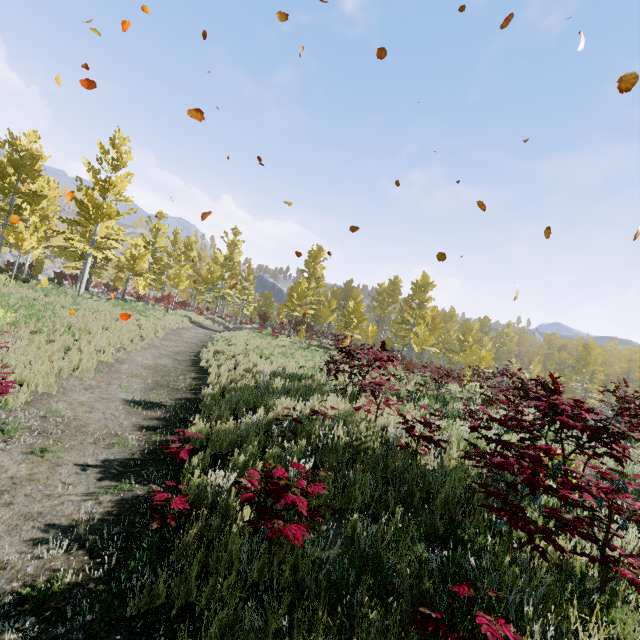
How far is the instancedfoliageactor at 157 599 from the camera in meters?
2.7

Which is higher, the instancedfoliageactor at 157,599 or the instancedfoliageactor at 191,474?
the instancedfoliageactor at 191,474

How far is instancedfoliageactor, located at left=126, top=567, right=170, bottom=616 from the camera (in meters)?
2.75

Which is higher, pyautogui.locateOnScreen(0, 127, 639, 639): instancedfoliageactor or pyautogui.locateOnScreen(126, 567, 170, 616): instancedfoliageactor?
pyautogui.locateOnScreen(0, 127, 639, 639): instancedfoliageactor

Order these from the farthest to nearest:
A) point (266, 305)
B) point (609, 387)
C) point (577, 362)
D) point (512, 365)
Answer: point (266, 305) < point (512, 365) < point (609, 387) < point (577, 362)
